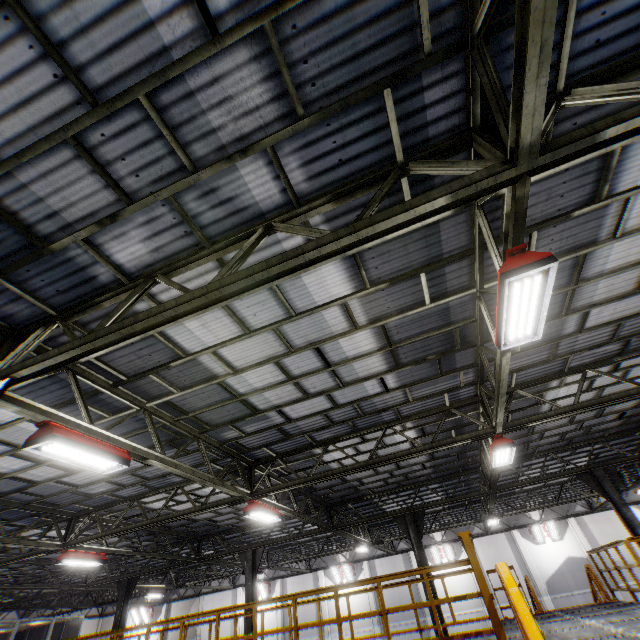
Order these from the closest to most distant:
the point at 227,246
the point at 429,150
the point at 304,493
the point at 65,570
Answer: the point at 429,150 → the point at 227,246 → the point at 304,493 → the point at 65,570

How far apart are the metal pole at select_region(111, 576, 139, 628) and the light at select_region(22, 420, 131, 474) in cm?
1670

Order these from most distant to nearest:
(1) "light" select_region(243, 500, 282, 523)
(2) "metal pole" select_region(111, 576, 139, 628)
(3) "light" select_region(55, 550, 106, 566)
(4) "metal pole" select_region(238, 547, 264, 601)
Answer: (2) "metal pole" select_region(111, 576, 139, 628) < (4) "metal pole" select_region(238, 547, 264, 601) < (3) "light" select_region(55, 550, 106, 566) < (1) "light" select_region(243, 500, 282, 523)

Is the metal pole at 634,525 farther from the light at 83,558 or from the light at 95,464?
the light at 83,558

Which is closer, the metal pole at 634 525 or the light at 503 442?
the light at 503 442

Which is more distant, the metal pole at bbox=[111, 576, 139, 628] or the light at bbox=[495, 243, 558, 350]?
the metal pole at bbox=[111, 576, 139, 628]

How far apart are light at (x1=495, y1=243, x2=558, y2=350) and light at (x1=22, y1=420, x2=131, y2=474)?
7.0 meters

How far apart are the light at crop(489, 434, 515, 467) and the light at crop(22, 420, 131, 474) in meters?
8.7 m
